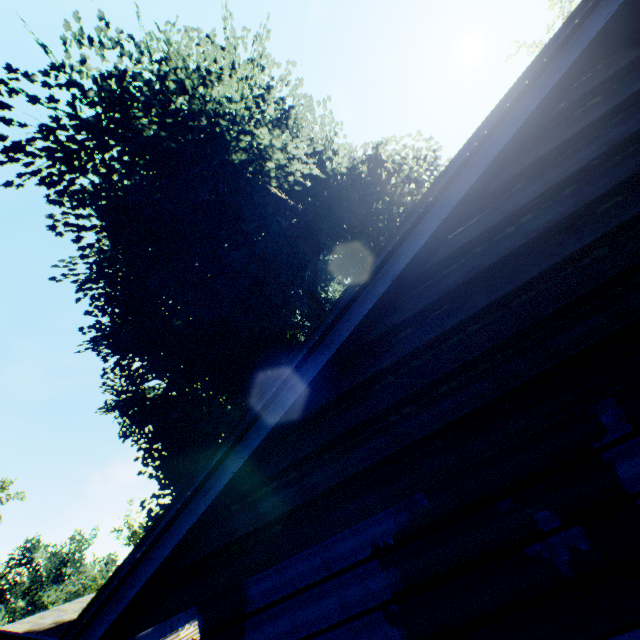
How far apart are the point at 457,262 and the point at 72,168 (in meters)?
12.85

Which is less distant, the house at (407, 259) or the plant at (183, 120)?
the house at (407, 259)

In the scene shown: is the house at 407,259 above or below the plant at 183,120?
below

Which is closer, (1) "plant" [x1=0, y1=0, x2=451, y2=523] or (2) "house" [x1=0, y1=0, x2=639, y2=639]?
(2) "house" [x1=0, y1=0, x2=639, y2=639]

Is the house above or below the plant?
below
